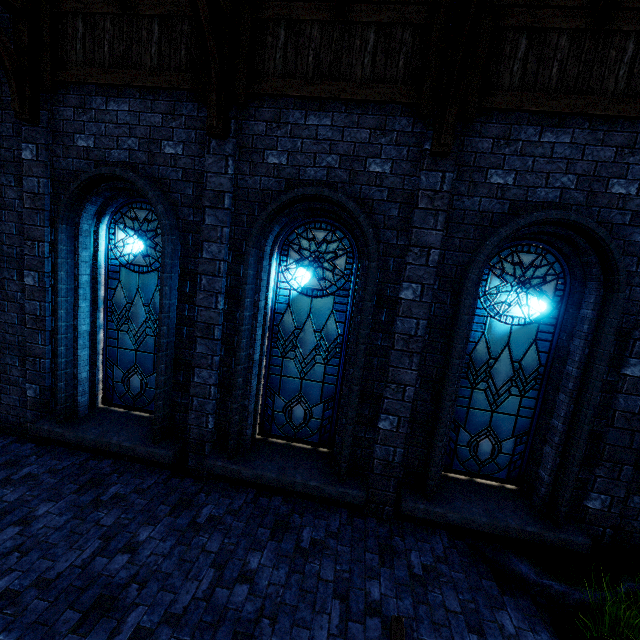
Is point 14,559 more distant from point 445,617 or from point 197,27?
point 197,27

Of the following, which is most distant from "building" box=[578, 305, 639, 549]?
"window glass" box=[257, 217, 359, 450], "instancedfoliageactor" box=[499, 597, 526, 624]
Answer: "instancedfoliageactor" box=[499, 597, 526, 624]

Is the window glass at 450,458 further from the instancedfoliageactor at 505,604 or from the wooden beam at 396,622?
the wooden beam at 396,622

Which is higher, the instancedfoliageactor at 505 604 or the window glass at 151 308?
the window glass at 151 308

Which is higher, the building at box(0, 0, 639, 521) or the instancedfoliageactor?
the building at box(0, 0, 639, 521)

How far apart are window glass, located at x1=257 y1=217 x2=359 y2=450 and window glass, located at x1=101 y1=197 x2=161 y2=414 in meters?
1.5

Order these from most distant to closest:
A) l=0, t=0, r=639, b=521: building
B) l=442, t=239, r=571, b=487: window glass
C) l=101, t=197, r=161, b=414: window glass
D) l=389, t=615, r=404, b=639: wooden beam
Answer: l=101, t=197, r=161, b=414: window glass → l=442, t=239, r=571, b=487: window glass → l=0, t=0, r=639, b=521: building → l=389, t=615, r=404, b=639: wooden beam

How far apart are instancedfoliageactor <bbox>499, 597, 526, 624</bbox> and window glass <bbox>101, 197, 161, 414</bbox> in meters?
5.2
